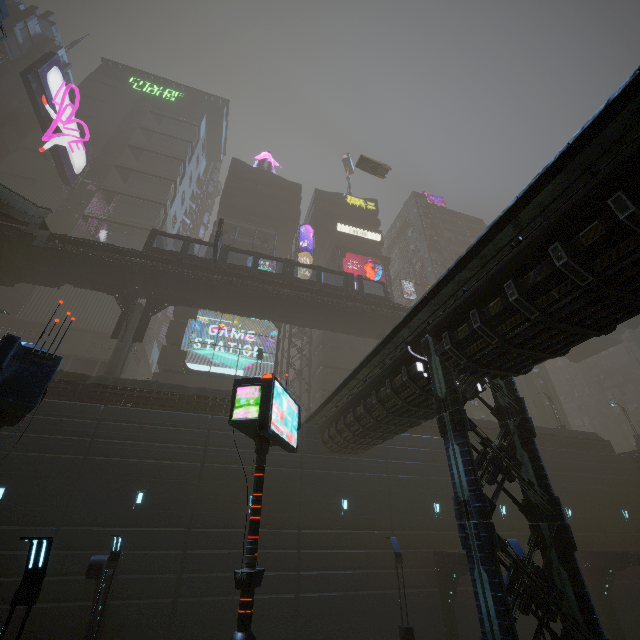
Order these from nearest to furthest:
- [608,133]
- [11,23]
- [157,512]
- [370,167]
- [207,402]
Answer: [608,133], [157,512], [207,402], [370,167], [11,23]

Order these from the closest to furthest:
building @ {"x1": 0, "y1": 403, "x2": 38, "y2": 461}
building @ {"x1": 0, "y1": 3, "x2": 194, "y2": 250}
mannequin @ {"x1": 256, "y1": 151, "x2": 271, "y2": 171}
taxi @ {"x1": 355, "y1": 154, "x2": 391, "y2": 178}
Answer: building @ {"x1": 0, "y1": 403, "x2": 38, "y2": 461} → taxi @ {"x1": 355, "y1": 154, "x2": 391, "y2": 178} → building @ {"x1": 0, "y1": 3, "x2": 194, "y2": 250} → mannequin @ {"x1": 256, "y1": 151, "x2": 271, "y2": 171}

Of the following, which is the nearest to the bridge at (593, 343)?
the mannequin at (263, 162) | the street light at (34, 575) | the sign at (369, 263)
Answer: the sign at (369, 263)

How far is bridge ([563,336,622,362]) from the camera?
39.6 meters

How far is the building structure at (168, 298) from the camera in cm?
2541

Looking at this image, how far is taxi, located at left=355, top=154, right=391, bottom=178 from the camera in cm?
3884

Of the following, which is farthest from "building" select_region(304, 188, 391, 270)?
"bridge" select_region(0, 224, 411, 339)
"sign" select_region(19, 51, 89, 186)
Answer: "bridge" select_region(0, 224, 411, 339)

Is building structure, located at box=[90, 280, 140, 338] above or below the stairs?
below
